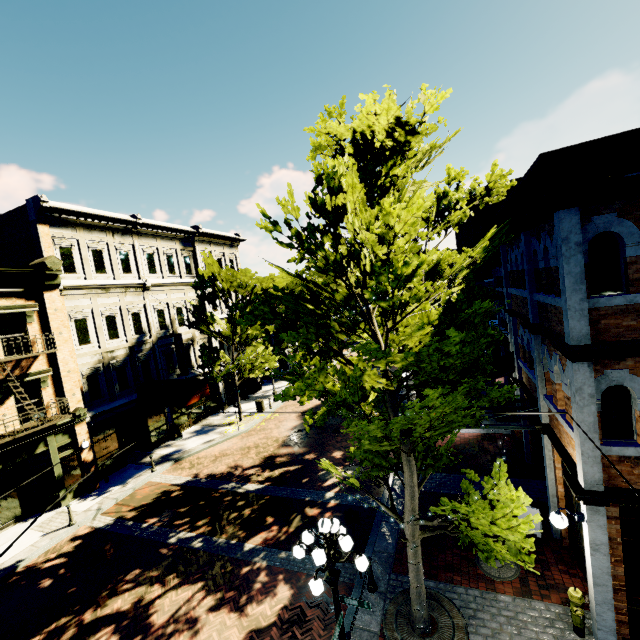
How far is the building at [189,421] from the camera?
21.9 meters

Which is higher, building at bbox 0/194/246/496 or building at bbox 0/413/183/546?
building at bbox 0/194/246/496

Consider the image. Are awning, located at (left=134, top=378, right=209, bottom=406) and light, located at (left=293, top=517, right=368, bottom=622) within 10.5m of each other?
no

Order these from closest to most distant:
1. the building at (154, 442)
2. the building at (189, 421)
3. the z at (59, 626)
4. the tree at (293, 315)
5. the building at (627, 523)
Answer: the tree at (293, 315), the building at (627, 523), the z at (59, 626), the building at (154, 442), the building at (189, 421)

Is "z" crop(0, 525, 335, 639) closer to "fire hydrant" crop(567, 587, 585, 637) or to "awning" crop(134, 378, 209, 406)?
"fire hydrant" crop(567, 587, 585, 637)

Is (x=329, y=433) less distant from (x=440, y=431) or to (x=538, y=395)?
(x=538, y=395)

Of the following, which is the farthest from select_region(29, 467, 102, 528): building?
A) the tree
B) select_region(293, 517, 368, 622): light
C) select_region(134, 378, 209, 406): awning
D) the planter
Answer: the planter

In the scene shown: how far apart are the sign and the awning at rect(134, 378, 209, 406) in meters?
11.9 m
